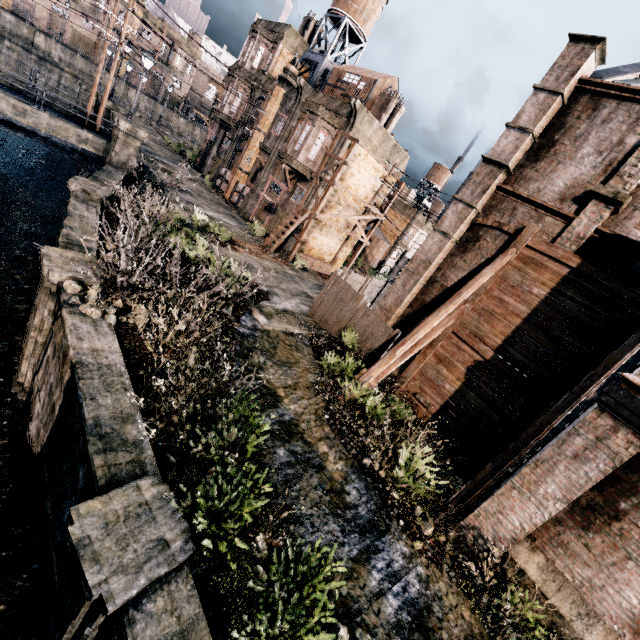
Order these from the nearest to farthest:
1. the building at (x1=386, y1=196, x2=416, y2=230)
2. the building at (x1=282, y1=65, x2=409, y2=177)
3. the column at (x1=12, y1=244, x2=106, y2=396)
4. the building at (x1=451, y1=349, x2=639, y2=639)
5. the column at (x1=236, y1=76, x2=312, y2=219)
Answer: the building at (x1=451, y1=349, x2=639, y2=639), the column at (x1=12, y1=244, x2=106, y2=396), the building at (x1=282, y1=65, x2=409, y2=177), the column at (x1=236, y1=76, x2=312, y2=219), the building at (x1=386, y1=196, x2=416, y2=230)

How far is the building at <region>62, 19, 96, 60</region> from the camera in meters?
53.5

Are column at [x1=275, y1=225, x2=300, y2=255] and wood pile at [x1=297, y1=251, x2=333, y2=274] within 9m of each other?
yes

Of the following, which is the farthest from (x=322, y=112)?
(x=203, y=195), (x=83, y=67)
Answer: (x=83, y=67)

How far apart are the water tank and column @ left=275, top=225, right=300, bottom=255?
18.70m

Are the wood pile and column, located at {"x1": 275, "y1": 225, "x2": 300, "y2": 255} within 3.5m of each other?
yes

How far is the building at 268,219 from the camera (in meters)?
26.80

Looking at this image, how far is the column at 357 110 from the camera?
22.2 meters
